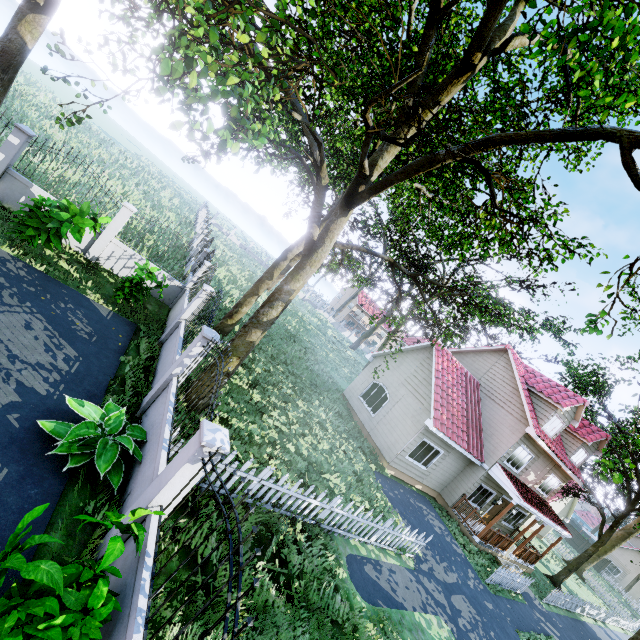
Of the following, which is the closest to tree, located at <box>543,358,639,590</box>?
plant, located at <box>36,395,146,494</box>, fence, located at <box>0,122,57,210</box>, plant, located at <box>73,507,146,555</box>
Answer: fence, located at <box>0,122,57,210</box>

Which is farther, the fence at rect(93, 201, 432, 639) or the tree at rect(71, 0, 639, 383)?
the tree at rect(71, 0, 639, 383)

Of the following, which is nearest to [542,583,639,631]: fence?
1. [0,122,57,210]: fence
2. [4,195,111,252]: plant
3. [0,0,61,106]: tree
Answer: [0,0,61,106]: tree

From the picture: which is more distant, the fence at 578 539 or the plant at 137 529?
the fence at 578 539

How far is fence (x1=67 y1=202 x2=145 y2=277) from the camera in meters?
11.3

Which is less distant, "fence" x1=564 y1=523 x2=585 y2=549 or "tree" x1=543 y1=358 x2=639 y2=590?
"tree" x1=543 y1=358 x2=639 y2=590

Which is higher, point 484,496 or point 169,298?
point 484,496

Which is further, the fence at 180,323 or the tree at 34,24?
the tree at 34,24
